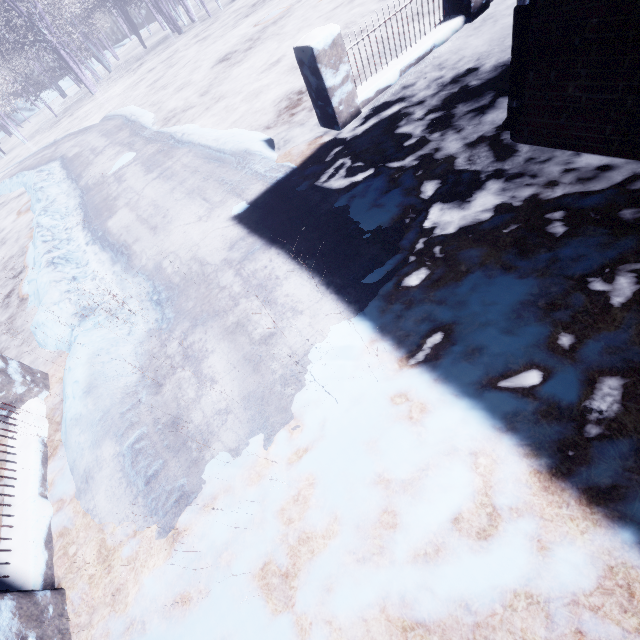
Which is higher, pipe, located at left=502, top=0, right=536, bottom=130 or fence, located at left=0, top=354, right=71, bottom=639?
pipe, located at left=502, top=0, right=536, bottom=130

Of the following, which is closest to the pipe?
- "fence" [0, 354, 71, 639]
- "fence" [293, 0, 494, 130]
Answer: "fence" [293, 0, 494, 130]

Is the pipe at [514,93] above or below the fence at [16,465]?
above

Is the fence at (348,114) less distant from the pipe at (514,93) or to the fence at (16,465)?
the pipe at (514,93)

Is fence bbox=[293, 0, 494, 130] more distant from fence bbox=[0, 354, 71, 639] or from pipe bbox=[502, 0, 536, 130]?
fence bbox=[0, 354, 71, 639]

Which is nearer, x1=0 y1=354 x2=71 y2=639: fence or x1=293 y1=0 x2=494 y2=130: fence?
x1=0 y1=354 x2=71 y2=639: fence

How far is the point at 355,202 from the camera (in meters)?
3.09
